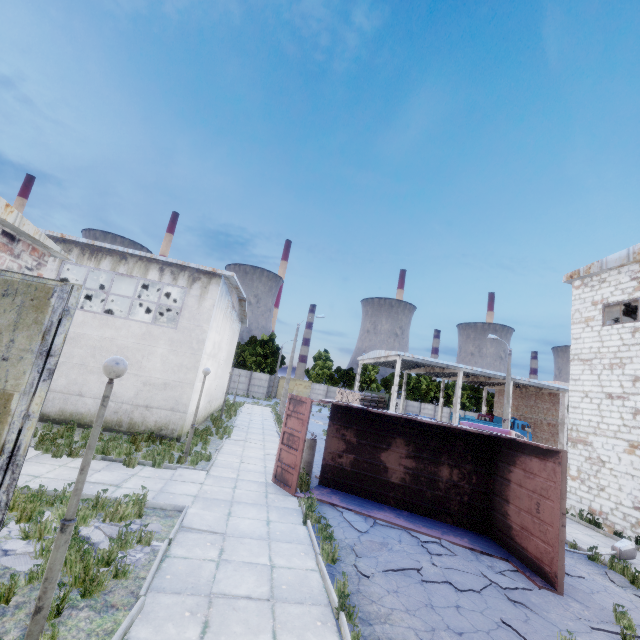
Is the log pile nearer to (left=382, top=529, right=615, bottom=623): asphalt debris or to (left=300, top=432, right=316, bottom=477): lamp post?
(left=300, top=432, right=316, bottom=477): lamp post

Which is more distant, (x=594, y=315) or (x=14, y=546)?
(x=594, y=315)

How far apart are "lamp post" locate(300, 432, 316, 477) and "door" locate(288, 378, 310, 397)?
43.67m

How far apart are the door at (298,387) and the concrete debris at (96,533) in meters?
49.5 m

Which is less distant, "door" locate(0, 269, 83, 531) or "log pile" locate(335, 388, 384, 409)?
"door" locate(0, 269, 83, 531)

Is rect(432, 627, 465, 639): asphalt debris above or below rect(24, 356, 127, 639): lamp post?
below

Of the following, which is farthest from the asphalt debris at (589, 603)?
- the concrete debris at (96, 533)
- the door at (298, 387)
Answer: the door at (298, 387)

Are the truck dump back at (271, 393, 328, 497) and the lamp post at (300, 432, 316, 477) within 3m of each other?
yes
